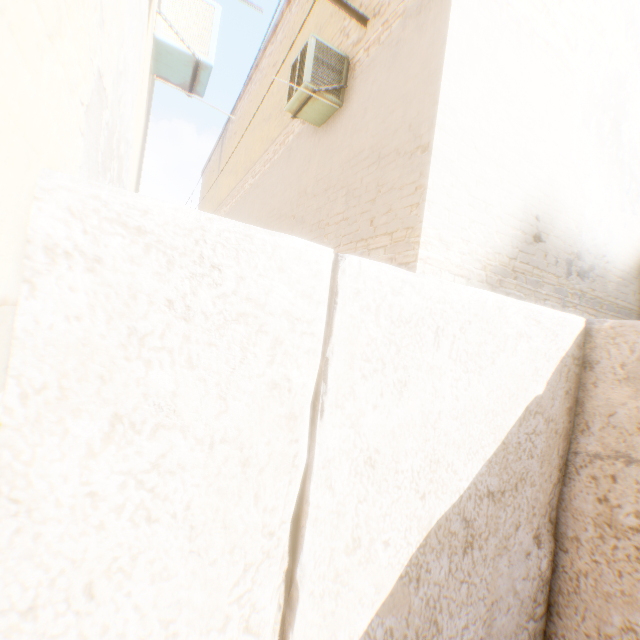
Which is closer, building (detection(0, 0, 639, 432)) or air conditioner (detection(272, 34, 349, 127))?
building (detection(0, 0, 639, 432))

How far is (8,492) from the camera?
0.77m

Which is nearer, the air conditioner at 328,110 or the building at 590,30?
the building at 590,30

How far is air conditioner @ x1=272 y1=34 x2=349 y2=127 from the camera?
4.94m

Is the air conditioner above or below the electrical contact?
below

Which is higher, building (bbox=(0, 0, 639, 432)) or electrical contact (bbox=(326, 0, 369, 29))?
electrical contact (bbox=(326, 0, 369, 29))

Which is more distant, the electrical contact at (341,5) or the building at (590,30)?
the electrical contact at (341,5)

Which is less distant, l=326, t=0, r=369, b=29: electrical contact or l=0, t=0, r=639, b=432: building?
l=0, t=0, r=639, b=432: building
